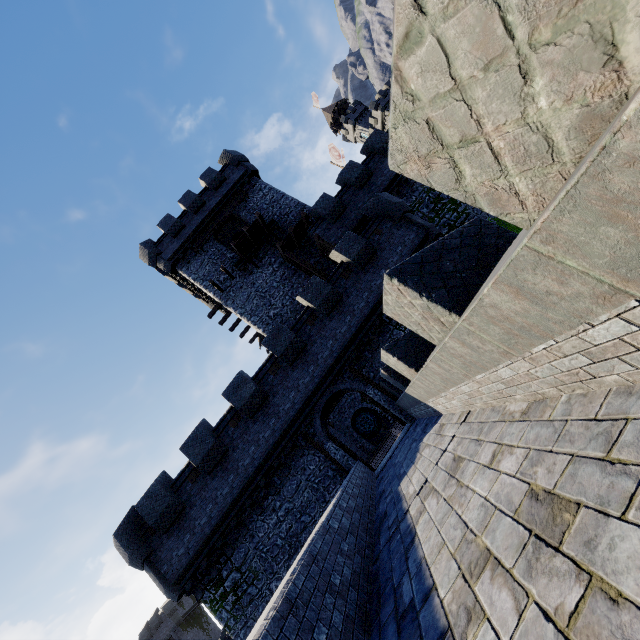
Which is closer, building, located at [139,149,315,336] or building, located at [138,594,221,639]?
building, located at [139,149,315,336]

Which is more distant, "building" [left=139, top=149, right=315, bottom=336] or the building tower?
"building" [left=139, top=149, right=315, bottom=336]

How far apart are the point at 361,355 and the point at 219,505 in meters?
9.2 m

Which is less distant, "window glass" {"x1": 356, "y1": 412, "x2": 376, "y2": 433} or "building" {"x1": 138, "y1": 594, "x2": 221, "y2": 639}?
"window glass" {"x1": 356, "y1": 412, "x2": 376, "y2": 433}

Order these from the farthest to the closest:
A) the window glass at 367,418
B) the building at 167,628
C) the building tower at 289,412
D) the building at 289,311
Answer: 1. the building at 167,628
2. the window glass at 367,418
3. the building at 289,311
4. the building tower at 289,412

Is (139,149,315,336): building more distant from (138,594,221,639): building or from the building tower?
(138,594,221,639): building

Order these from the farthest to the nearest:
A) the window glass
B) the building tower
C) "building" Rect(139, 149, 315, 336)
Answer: the window glass, "building" Rect(139, 149, 315, 336), the building tower

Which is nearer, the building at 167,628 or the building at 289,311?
the building at 289,311
